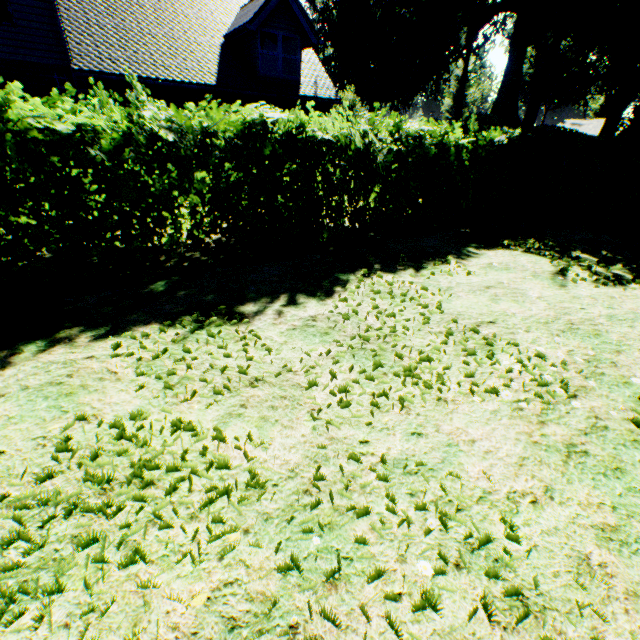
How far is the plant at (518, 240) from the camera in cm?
711

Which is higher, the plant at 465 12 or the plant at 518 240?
the plant at 465 12

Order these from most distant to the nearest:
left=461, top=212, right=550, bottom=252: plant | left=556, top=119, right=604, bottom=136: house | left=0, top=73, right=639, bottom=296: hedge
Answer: left=556, top=119, right=604, bottom=136: house, left=461, top=212, right=550, bottom=252: plant, left=0, top=73, right=639, bottom=296: hedge

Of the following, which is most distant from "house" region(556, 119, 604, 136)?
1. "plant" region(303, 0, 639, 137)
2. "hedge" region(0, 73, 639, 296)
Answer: "hedge" region(0, 73, 639, 296)

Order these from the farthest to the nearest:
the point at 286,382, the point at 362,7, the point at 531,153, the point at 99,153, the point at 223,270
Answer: the point at 362,7 → the point at 531,153 → the point at 223,270 → the point at 99,153 → the point at 286,382

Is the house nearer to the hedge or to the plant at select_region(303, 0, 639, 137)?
the plant at select_region(303, 0, 639, 137)
